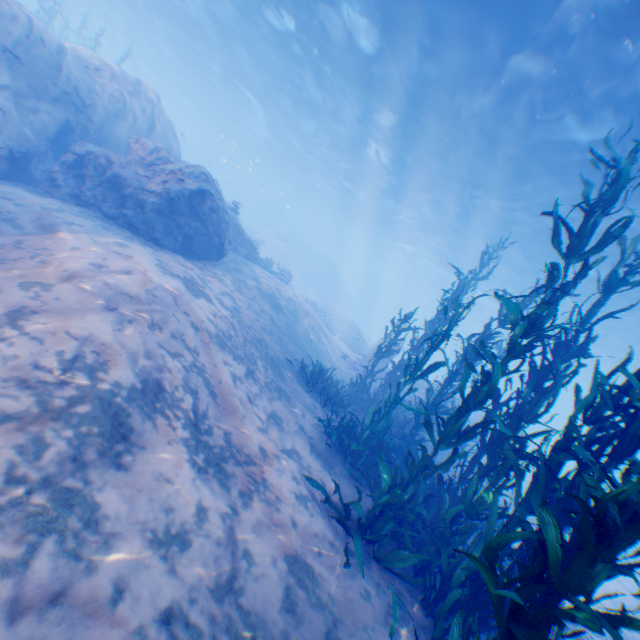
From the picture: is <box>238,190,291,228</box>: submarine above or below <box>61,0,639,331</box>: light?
below

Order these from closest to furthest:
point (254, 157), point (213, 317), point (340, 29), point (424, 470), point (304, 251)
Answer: point (424, 470) < point (213, 317) < point (340, 29) < point (304, 251) < point (254, 157)

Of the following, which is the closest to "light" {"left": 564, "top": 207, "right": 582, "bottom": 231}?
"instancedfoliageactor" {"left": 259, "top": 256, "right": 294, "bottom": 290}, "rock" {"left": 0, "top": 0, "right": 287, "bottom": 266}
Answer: "rock" {"left": 0, "top": 0, "right": 287, "bottom": 266}

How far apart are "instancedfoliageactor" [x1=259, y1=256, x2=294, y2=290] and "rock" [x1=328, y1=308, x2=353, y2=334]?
8.03m

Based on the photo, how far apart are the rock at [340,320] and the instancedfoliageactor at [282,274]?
8.0 meters

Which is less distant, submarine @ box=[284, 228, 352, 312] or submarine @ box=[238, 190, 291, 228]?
submarine @ box=[284, 228, 352, 312]

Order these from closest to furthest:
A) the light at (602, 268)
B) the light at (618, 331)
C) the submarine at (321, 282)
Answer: the light at (602, 268) → the light at (618, 331) → the submarine at (321, 282)

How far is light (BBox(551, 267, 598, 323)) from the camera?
20.0m
